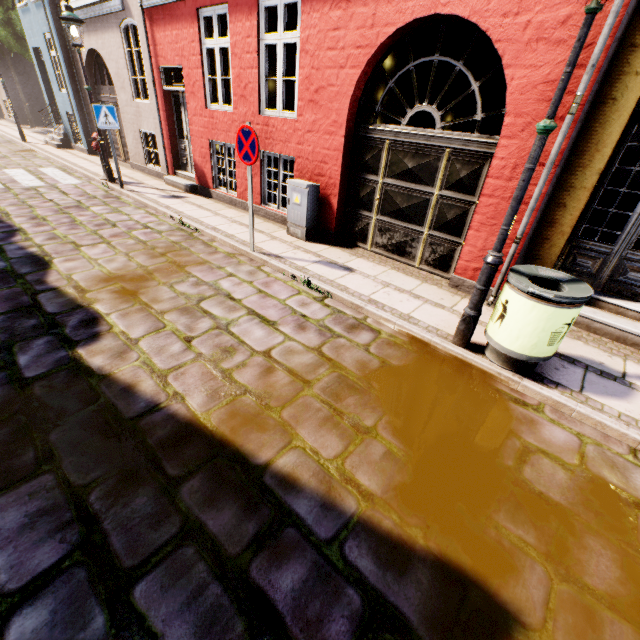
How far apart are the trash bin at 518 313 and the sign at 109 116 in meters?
9.6 m

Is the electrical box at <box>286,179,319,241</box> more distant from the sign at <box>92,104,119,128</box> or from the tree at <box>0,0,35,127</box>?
the tree at <box>0,0,35,127</box>

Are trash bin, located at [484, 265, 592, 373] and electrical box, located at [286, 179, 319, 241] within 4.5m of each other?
yes

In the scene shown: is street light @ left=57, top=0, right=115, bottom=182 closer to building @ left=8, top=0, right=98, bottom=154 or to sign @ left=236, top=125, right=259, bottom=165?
building @ left=8, top=0, right=98, bottom=154

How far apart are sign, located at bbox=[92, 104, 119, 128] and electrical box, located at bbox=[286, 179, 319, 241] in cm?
537

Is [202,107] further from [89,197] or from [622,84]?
[622,84]

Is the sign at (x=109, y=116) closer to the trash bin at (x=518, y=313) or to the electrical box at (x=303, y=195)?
the electrical box at (x=303, y=195)

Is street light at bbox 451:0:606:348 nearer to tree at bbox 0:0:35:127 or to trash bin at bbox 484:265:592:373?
trash bin at bbox 484:265:592:373
